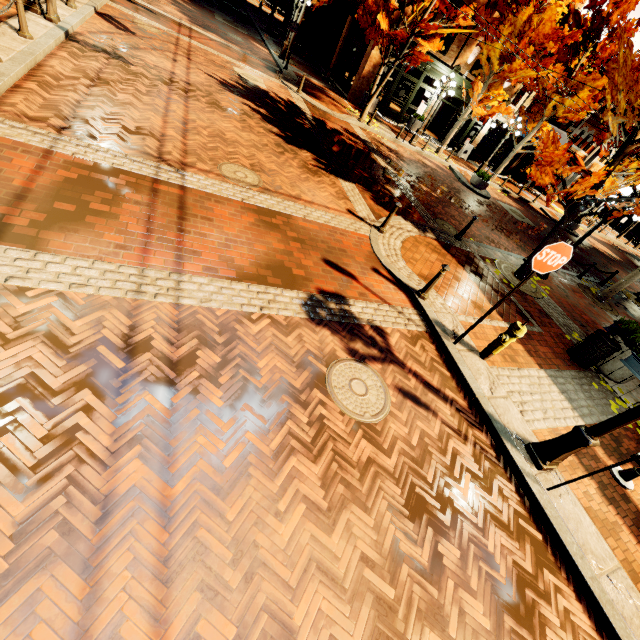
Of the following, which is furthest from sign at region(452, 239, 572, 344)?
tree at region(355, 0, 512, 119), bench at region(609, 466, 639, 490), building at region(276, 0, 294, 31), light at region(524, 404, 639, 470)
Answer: building at region(276, 0, 294, 31)

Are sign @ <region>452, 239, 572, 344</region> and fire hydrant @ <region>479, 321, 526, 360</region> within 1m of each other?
yes

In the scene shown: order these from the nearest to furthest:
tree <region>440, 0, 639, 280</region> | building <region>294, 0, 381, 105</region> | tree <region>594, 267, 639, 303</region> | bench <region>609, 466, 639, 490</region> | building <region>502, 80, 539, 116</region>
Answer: bench <region>609, 466, 639, 490</region> < tree <region>440, 0, 639, 280</region> < tree <region>594, 267, 639, 303</region> < building <region>294, 0, 381, 105</region> < building <region>502, 80, 539, 116</region>

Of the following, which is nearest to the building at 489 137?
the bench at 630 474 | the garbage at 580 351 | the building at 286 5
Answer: the building at 286 5

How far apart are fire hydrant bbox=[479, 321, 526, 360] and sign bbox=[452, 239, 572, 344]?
0.42m

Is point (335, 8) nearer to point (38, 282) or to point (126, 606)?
point (38, 282)

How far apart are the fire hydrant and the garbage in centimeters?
314cm

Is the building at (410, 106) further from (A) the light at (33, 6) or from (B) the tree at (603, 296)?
(A) the light at (33, 6)
